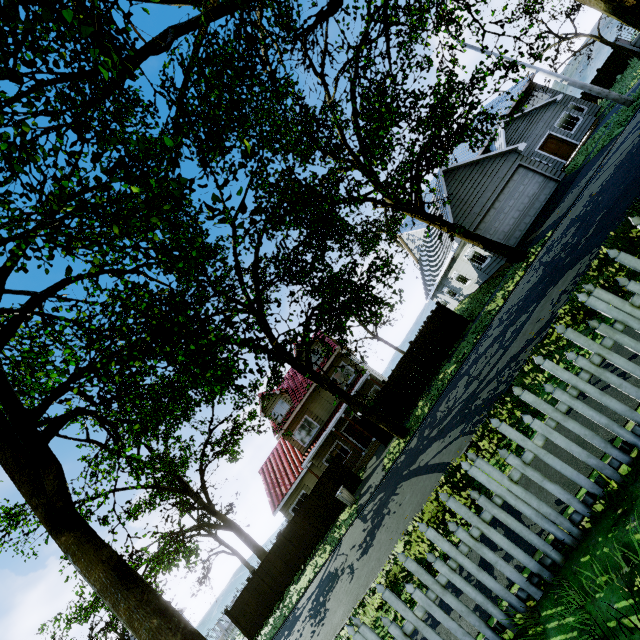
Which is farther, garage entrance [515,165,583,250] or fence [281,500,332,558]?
fence [281,500,332,558]

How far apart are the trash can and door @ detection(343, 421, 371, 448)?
6.89m

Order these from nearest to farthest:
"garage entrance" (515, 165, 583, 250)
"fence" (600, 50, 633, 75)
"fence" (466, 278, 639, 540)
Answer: "fence" (466, 278, 639, 540), "garage entrance" (515, 165, 583, 250), "fence" (600, 50, 633, 75)

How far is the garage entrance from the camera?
16.9m

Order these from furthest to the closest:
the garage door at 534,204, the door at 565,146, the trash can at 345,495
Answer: the door at 565,146
the garage door at 534,204
the trash can at 345,495

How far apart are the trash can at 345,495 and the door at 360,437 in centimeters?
689cm

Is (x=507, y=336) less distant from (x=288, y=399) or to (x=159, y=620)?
(x=159, y=620)
